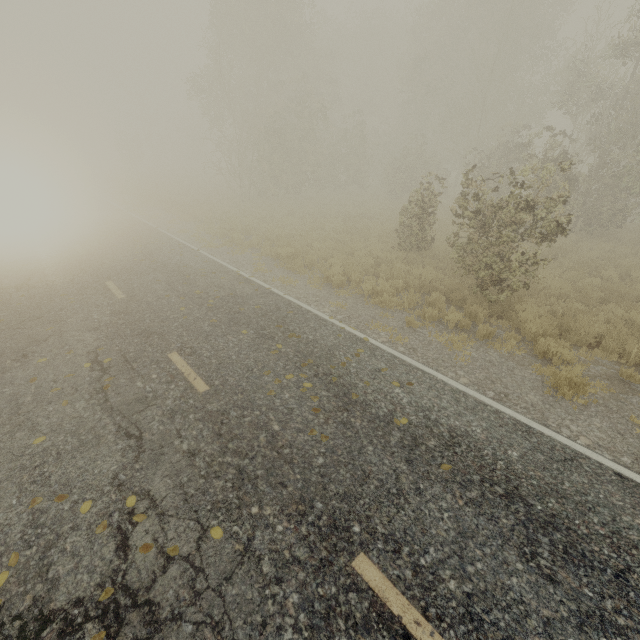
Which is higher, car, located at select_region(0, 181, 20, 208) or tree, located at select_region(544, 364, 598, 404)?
car, located at select_region(0, 181, 20, 208)

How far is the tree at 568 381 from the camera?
5.93m

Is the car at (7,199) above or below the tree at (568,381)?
above

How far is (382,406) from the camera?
5.4 meters

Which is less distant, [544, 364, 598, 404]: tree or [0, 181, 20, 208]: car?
[544, 364, 598, 404]: tree

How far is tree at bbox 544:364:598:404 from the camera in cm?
593
